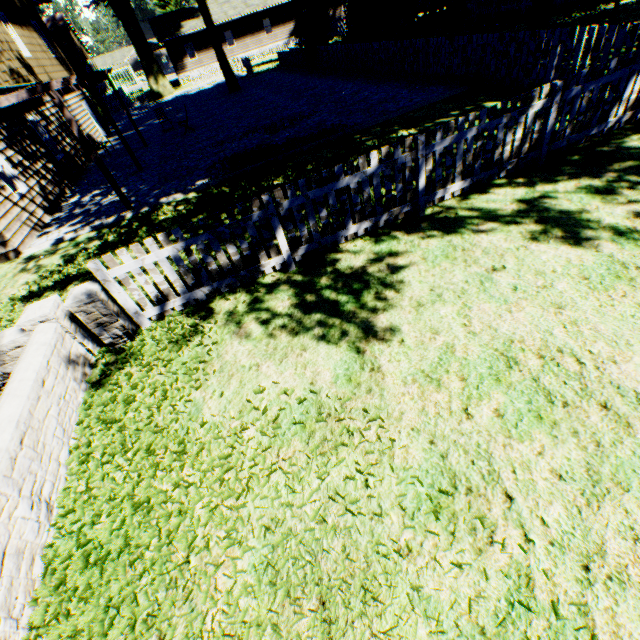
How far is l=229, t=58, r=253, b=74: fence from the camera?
28.7m

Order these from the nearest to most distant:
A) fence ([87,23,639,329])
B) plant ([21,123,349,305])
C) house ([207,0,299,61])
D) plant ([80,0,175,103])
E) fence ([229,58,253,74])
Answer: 1. fence ([87,23,639,329])
2. plant ([21,123,349,305])
3. fence ([229,58,253,74])
4. plant ([80,0,175,103])
5. house ([207,0,299,61])

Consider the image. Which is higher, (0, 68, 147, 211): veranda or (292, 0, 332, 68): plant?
(0, 68, 147, 211): veranda

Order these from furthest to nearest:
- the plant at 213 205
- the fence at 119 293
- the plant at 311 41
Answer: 1. the plant at 311 41
2. the plant at 213 205
3. the fence at 119 293

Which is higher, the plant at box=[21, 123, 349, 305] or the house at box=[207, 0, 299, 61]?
the house at box=[207, 0, 299, 61]

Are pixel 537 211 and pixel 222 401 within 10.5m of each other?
yes

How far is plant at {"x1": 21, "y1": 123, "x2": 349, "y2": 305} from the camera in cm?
731

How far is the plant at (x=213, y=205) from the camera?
7.31m
